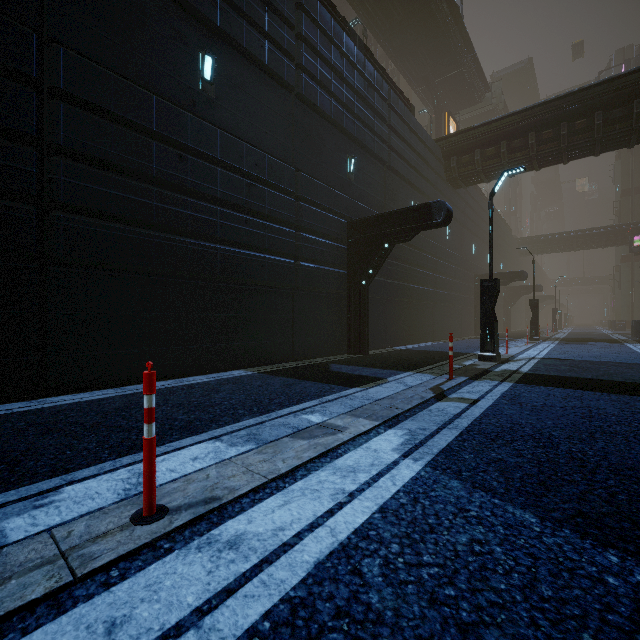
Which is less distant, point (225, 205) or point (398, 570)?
point (398, 570)

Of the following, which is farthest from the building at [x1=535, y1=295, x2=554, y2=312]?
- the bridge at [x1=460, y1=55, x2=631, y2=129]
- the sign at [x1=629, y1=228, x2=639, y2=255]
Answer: the bridge at [x1=460, y1=55, x2=631, y2=129]

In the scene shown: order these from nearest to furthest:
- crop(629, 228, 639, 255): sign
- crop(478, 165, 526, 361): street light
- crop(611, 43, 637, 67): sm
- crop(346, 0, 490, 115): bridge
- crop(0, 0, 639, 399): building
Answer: crop(0, 0, 639, 399): building, crop(478, 165, 526, 361): street light, crop(346, 0, 490, 115): bridge, crop(629, 228, 639, 255): sign, crop(611, 43, 637, 67): sm

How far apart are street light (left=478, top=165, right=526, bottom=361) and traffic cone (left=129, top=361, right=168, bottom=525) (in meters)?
9.47

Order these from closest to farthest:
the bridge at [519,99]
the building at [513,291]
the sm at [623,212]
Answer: the building at [513,291]
the bridge at [519,99]
the sm at [623,212]

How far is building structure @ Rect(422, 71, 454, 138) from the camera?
28.39m

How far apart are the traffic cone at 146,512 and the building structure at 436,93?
35.32m

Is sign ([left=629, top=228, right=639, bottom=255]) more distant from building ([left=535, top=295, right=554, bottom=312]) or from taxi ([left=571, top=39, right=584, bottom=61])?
taxi ([left=571, top=39, right=584, bottom=61])
